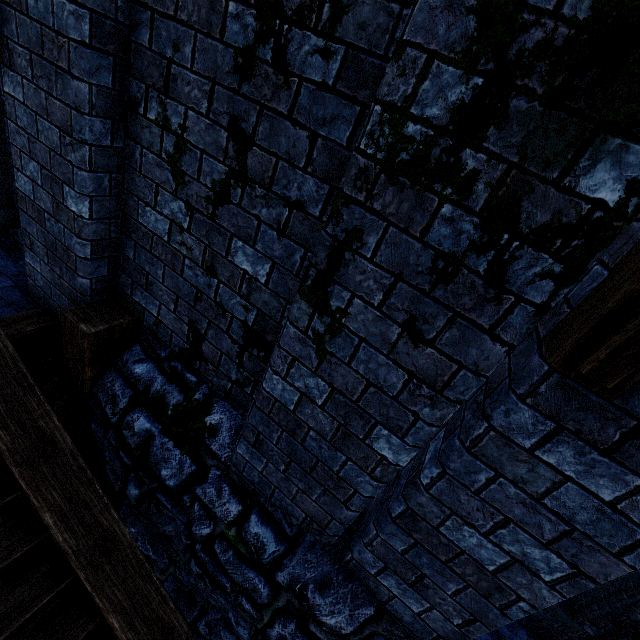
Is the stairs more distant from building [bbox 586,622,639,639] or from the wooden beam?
building [bbox 586,622,639,639]

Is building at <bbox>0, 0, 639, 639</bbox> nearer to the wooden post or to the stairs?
the wooden post

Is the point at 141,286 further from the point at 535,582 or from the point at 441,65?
the point at 535,582

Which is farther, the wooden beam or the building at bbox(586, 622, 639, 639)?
the building at bbox(586, 622, 639, 639)

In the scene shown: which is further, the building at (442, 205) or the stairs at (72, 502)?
the stairs at (72, 502)

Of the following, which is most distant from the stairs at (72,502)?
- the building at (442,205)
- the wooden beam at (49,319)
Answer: the building at (442,205)

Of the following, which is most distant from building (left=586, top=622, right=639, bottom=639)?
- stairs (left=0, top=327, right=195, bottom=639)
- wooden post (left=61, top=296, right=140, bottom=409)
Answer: stairs (left=0, top=327, right=195, bottom=639)

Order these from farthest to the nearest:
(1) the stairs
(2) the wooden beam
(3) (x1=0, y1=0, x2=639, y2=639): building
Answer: (2) the wooden beam → (1) the stairs → (3) (x1=0, y1=0, x2=639, y2=639): building
